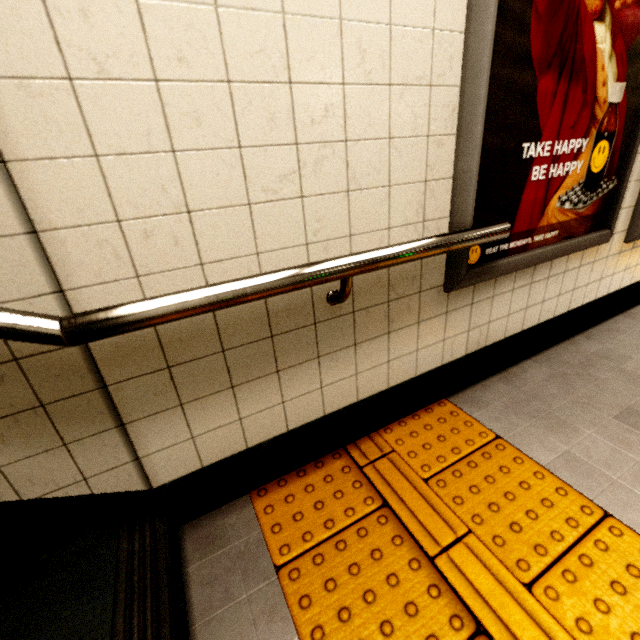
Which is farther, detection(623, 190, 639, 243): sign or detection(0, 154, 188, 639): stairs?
detection(623, 190, 639, 243): sign

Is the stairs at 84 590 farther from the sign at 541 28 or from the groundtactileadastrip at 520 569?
the sign at 541 28

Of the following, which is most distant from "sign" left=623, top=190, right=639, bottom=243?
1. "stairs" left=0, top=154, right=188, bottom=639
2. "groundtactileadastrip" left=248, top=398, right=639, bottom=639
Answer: "stairs" left=0, top=154, right=188, bottom=639

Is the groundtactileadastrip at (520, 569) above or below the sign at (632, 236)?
below

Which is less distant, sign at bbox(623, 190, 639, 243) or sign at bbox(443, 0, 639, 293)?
sign at bbox(443, 0, 639, 293)

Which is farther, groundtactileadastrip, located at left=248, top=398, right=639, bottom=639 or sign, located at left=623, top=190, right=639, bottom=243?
sign, located at left=623, top=190, right=639, bottom=243

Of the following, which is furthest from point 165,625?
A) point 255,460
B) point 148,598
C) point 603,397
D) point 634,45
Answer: point 634,45

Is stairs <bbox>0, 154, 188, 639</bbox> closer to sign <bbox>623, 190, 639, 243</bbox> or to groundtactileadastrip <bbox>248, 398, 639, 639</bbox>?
groundtactileadastrip <bbox>248, 398, 639, 639</bbox>
